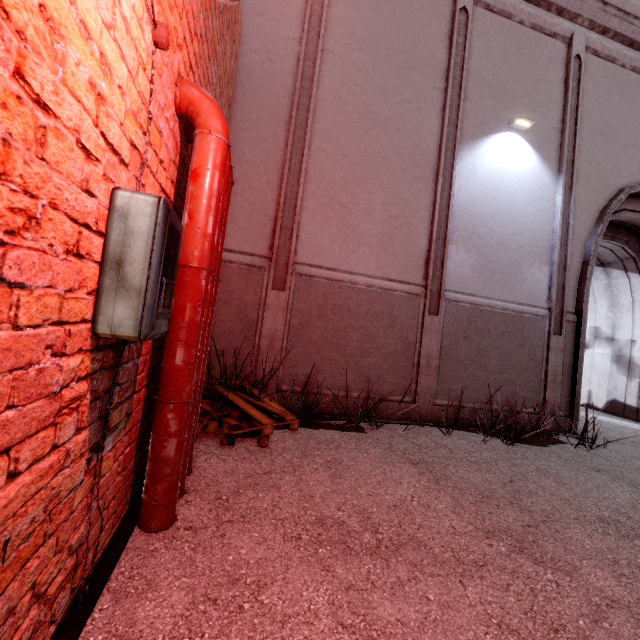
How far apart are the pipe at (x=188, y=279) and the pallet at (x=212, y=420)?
0.9m

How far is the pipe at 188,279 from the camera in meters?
1.9 m

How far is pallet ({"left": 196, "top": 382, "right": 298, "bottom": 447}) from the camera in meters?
3.1

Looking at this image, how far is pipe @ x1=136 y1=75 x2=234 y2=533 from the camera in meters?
1.9 m

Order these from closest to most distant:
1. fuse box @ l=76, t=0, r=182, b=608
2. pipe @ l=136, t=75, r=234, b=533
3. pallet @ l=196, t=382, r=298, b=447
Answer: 1. fuse box @ l=76, t=0, r=182, b=608
2. pipe @ l=136, t=75, r=234, b=533
3. pallet @ l=196, t=382, r=298, b=447

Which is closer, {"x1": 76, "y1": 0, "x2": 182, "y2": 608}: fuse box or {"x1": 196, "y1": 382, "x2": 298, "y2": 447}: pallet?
{"x1": 76, "y1": 0, "x2": 182, "y2": 608}: fuse box

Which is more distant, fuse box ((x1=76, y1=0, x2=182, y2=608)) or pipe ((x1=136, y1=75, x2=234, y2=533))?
pipe ((x1=136, y1=75, x2=234, y2=533))

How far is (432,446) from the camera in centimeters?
401cm
